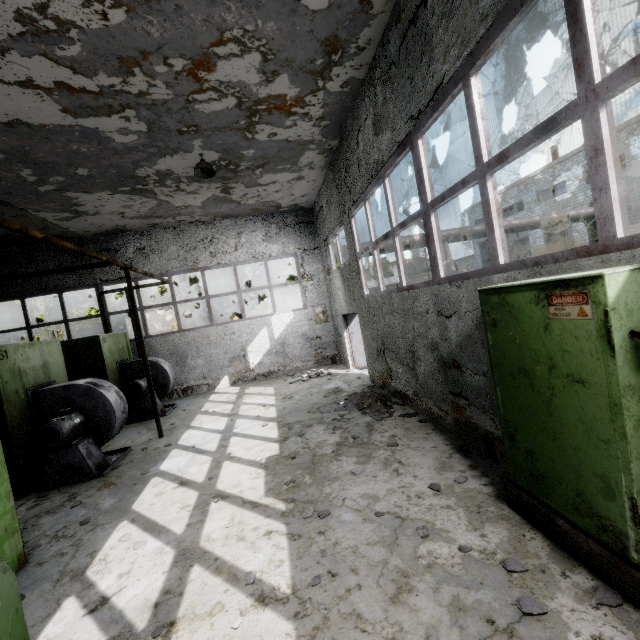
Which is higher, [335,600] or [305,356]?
[305,356]

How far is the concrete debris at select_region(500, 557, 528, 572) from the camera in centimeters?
280cm

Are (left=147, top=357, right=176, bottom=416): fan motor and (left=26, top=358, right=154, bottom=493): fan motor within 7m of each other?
yes

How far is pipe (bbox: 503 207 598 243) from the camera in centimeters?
1655cm

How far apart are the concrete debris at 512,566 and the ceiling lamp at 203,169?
8.9m

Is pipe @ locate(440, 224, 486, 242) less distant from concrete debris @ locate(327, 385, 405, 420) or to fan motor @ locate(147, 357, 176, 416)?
fan motor @ locate(147, 357, 176, 416)

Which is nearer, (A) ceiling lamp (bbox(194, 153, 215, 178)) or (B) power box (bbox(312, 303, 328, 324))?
(A) ceiling lamp (bbox(194, 153, 215, 178))

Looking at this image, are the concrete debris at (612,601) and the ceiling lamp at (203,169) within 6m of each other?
no
